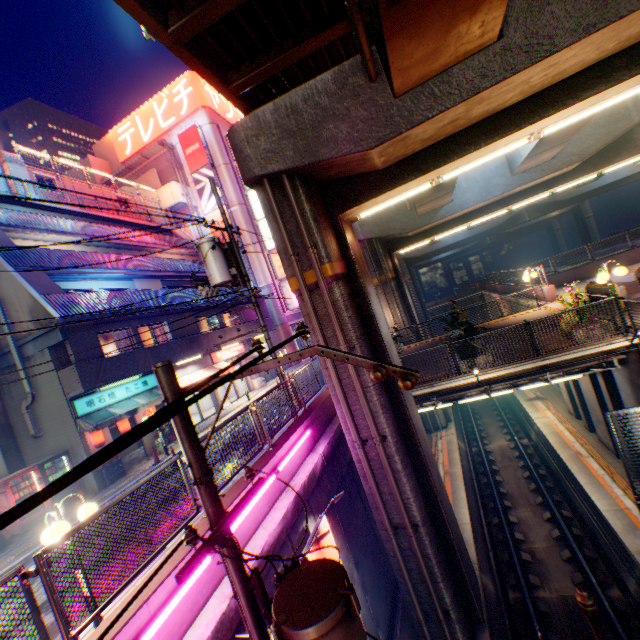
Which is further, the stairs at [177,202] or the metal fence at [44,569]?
the stairs at [177,202]

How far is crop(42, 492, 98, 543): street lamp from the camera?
5.0 meters

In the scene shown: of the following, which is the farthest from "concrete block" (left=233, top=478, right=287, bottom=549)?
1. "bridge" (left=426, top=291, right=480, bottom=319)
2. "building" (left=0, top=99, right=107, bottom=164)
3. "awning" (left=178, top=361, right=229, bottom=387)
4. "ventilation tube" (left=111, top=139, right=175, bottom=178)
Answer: "building" (left=0, top=99, right=107, bottom=164)

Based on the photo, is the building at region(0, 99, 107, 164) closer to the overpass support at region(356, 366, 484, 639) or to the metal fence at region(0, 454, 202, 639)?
the metal fence at region(0, 454, 202, 639)

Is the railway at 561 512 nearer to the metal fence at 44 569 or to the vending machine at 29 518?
the metal fence at 44 569

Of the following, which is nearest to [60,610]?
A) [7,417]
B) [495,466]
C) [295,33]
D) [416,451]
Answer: [416,451]

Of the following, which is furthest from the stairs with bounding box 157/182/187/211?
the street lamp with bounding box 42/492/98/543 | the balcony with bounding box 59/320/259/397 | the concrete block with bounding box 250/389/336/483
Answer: the street lamp with bounding box 42/492/98/543

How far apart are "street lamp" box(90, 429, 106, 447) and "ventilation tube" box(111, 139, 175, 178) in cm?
2979
